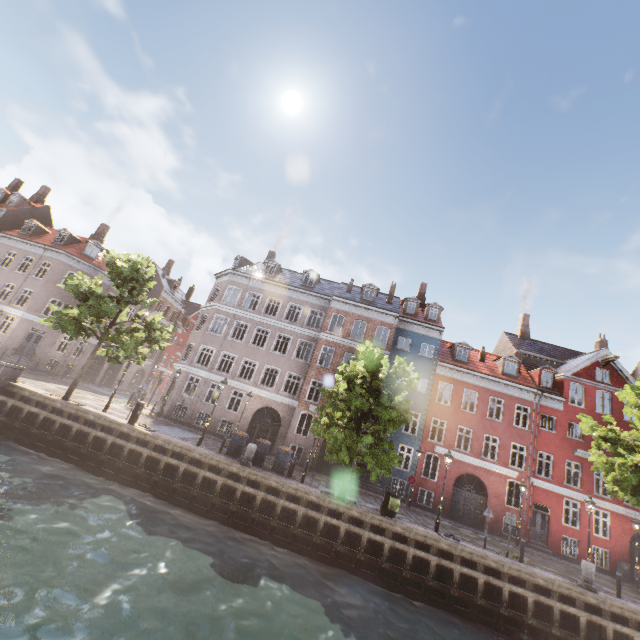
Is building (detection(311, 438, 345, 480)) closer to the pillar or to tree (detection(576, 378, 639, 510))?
tree (detection(576, 378, 639, 510))

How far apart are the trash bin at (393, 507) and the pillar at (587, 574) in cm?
825

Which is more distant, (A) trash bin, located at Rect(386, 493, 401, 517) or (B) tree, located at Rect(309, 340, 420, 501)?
(A) trash bin, located at Rect(386, 493, 401, 517)

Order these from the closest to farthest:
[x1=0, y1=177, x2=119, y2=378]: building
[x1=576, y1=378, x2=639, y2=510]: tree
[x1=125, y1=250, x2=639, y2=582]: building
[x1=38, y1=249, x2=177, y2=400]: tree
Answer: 1. [x1=576, y1=378, x2=639, y2=510]: tree
2. [x1=38, y1=249, x2=177, y2=400]: tree
3. [x1=125, y1=250, x2=639, y2=582]: building
4. [x1=0, y1=177, x2=119, y2=378]: building

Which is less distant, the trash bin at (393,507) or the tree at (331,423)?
the tree at (331,423)

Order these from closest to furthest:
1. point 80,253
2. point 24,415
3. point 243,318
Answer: point 24,415 < point 243,318 < point 80,253

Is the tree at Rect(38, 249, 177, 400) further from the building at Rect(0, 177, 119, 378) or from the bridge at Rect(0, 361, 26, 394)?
the building at Rect(0, 177, 119, 378)
